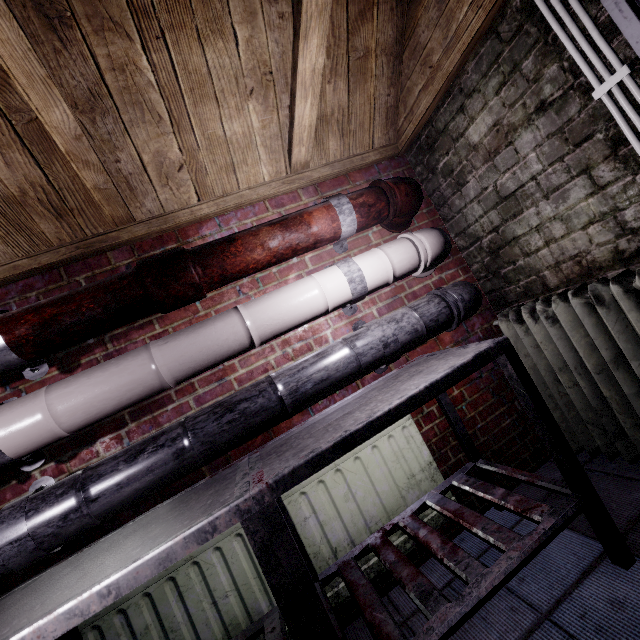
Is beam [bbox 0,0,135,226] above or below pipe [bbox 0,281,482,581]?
above

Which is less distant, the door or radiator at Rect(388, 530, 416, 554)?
the door

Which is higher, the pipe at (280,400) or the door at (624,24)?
the door at (624,24)

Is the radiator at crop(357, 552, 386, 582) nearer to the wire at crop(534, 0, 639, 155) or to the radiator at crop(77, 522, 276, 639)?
the radiator at crop(77, 522, 276, 639)

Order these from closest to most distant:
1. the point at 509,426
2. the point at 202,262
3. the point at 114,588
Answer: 1. the point at 114,588
2. the point at 202,262
3. the point at 509,426

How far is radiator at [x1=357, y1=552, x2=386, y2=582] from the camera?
1.4 meters

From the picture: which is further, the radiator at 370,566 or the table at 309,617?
the radiator at 370,566

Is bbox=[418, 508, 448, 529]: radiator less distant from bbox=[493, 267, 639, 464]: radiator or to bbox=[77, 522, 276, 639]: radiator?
bbox=[77, 522, 276, 639]: radiator
